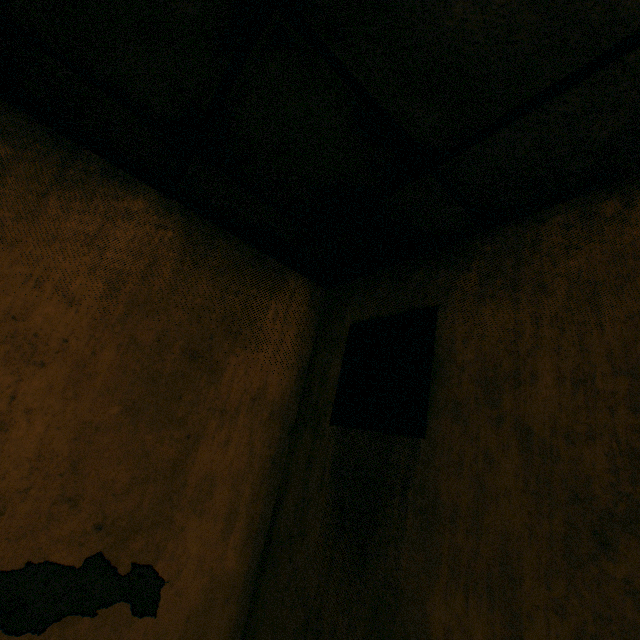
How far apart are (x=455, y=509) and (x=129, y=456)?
1.3 meters

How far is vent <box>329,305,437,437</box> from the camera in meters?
1.3

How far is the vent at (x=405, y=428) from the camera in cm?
129
